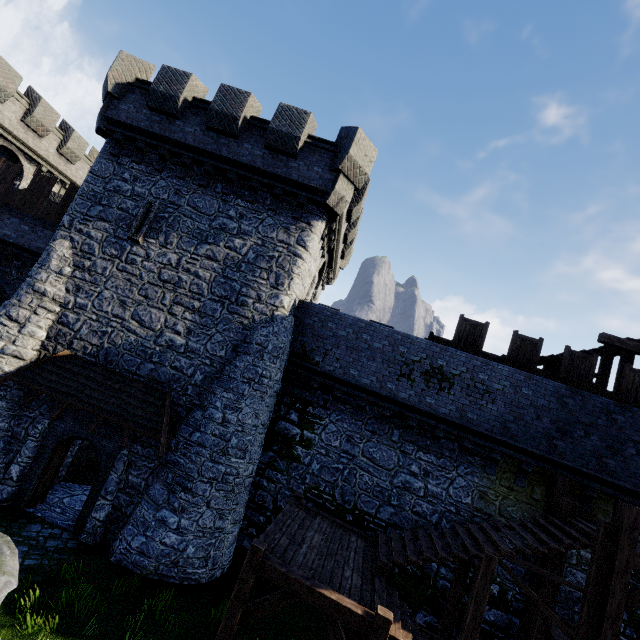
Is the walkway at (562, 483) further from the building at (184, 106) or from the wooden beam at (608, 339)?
the building at (184, 106)

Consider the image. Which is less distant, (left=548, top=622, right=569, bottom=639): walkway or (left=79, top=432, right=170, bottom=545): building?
(left=548, top=622, right=569, bottom=639): walkway

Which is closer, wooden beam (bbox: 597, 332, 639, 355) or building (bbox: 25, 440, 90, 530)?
building (bbox: 25, 440, 90, 530)

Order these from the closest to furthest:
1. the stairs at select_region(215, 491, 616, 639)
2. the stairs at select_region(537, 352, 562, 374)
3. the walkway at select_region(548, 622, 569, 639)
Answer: the stairs at select_region(215, 491, 616, 639) < the walkway at select_region(548, 622, 569, 639) < the stairs at select_region(537, 352, 562, 374)

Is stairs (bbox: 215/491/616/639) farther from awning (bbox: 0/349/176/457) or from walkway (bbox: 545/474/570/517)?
awning (bbox: 0/349/176/457)

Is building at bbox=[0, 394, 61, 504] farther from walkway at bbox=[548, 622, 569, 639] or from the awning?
walkway at bbox=[548, 622, 569, 639]

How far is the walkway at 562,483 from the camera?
10.4m

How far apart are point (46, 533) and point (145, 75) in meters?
17.5
